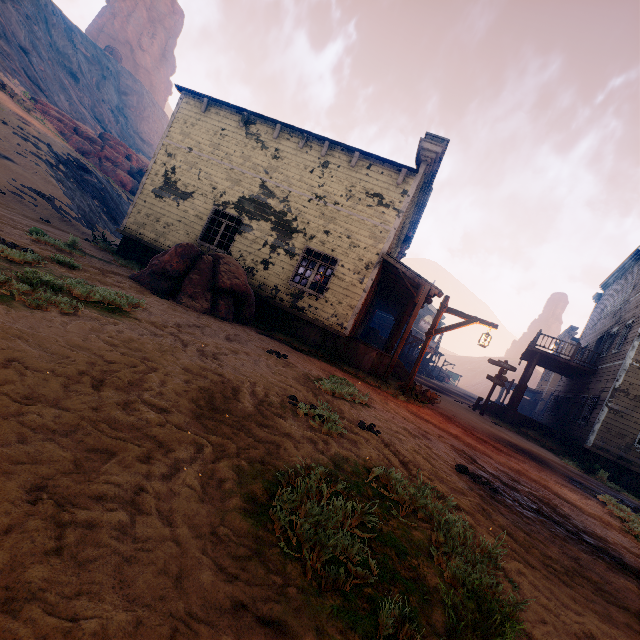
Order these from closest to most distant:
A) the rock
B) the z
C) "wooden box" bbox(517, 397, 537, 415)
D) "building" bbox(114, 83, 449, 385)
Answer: the z < "building" bbox(114, 83, 449, 385) < the rock < "wooden box" bbox(517, 397, 537, 415)

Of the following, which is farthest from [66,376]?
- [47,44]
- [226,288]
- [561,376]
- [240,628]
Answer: [47,44]

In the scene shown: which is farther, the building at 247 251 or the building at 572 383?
the building at 572 383

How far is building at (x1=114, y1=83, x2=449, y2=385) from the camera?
11.2m

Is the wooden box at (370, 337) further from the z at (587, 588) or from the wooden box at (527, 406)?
the wooden box at (527, 406)

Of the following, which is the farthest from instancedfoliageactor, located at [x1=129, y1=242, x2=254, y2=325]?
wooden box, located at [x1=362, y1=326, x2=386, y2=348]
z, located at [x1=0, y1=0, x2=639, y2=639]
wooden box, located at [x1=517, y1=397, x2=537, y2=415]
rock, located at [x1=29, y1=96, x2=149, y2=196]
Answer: wooden box, located at [x1=517, y1=397, x2=537, y2=415]

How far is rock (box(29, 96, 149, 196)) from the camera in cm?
2930

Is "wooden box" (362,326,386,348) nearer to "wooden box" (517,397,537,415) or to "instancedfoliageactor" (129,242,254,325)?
"instancedfoliageactor" (129,242,254,325)
